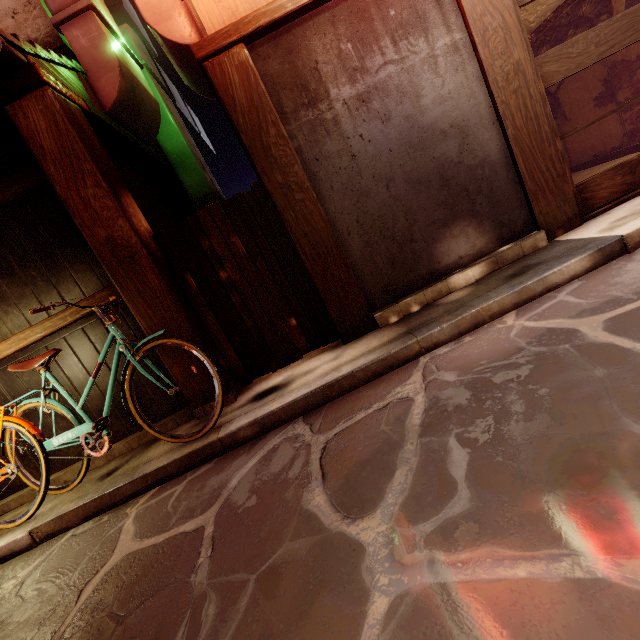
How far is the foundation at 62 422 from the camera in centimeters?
634cm

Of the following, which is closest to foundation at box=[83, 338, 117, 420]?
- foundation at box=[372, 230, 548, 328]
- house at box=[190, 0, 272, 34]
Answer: foundation at box=[372, 230, 548, 328]

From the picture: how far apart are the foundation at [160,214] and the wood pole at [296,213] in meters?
2.8 m

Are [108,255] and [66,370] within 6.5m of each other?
yes

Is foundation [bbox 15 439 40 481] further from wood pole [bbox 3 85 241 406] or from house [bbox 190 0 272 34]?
house [bbox 190 0 272 34]

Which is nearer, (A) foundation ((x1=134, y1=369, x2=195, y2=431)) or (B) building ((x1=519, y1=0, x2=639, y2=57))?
(A) foundation ((x1=134, y1=369, x2=195, y2=431))

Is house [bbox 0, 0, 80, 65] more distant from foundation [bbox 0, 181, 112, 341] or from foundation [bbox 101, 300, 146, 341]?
foundation [bbox 101, 300, 146, 341]

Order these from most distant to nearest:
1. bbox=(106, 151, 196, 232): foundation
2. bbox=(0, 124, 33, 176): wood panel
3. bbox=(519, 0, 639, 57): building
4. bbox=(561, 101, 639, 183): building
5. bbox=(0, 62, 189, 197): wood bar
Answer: bbox=(561, 101, 639, 183): building → bbox=(519, 0, 639, 57): building → bbox=(106, 151, 196, 232): foundation → bbox=(0, 124, 33, 176): wood panel → bbox=(0, 62, 189, 197): wood bar
